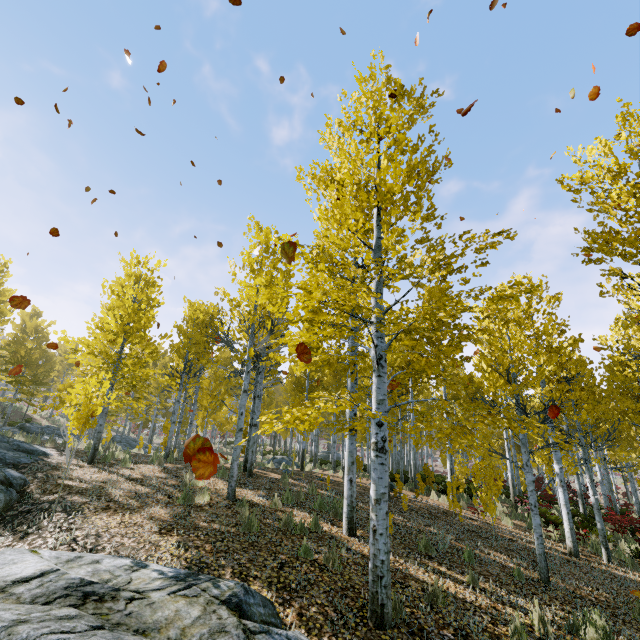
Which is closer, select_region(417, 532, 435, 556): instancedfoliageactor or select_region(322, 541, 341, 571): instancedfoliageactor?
select_region(322, 541, 341, 571): instancedfoliageactor

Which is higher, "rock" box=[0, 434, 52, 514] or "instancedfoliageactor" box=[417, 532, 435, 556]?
"rock" box=[0, 434, 52, 514]

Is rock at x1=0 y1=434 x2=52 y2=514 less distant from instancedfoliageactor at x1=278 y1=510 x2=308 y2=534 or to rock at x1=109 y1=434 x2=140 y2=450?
instancedfoliageactor at x1=278 y1=510 x2=308 y2=534

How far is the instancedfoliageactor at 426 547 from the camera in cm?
668

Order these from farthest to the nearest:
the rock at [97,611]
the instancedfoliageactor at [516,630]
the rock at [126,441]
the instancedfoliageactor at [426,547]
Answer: the rock at [126,441]
the instancedfoliageactor at [426,547]
the instancedfoliageactor at [516,630]
the rock at [97,611]

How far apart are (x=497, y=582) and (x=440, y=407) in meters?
4.2

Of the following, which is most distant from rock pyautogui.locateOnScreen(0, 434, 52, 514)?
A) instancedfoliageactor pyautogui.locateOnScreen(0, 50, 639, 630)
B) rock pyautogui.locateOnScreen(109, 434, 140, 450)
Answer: rock pyautogui.locateOnScreen(109, 434, 140, 450)

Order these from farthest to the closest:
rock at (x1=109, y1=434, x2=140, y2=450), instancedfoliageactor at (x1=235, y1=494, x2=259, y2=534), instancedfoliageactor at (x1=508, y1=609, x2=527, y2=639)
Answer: rock at (x1=109, y1=434, x2=140, y2=450)
instancedfoliageactor at (x1=235, y1=494, x2=259, y2=534)
instancedfoliageactor at (x1=508, y1=609, x2=527, y2=639)
